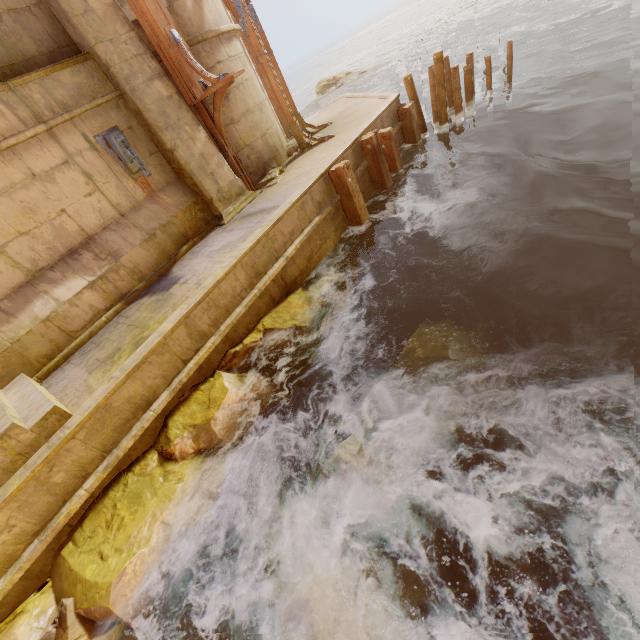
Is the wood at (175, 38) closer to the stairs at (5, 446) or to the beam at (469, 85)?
the stairs at (5, 446)

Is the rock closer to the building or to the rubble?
the building

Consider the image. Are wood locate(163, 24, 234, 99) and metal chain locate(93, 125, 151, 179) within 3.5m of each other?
yes

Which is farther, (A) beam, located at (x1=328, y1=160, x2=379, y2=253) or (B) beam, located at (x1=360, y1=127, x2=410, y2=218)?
(B) beam, located at (x1=360, y1=127, x2=410, y2=218)

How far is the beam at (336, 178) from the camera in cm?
745

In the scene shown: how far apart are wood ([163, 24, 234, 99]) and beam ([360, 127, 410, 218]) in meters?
3.3

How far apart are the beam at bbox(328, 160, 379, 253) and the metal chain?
3.80m

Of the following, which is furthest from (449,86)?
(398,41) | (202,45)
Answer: (398,41)
